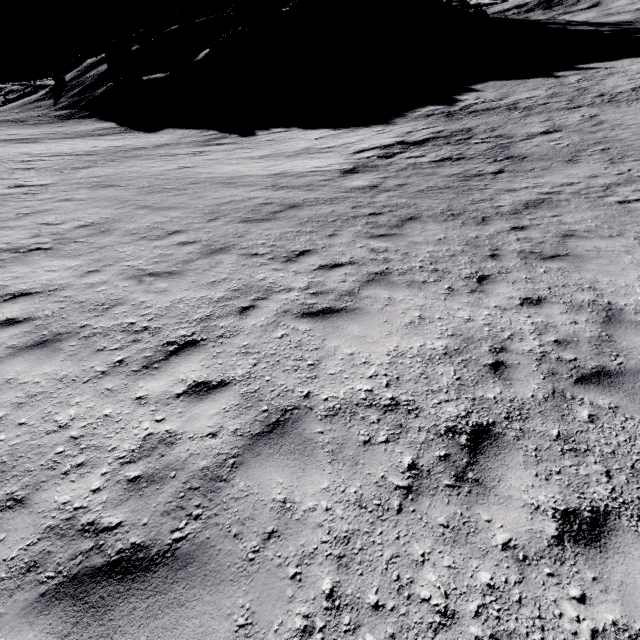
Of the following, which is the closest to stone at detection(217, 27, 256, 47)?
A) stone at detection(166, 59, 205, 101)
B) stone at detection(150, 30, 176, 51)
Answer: stone at detection(166, 59, 205, 101)

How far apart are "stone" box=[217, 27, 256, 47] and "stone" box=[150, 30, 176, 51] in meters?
17.7

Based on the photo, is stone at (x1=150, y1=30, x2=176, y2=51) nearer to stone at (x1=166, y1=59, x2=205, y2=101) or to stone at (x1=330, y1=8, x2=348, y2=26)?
stone at (x1=166, y1=59, x2=205, y2=101)

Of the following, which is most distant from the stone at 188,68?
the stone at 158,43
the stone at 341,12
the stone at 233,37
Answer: the stone at 341,12

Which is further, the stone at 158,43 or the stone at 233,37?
the stone at 158,43

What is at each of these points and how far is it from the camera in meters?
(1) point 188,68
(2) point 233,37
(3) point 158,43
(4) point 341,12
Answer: (1) stone, 44.9 m
(2) stone, 47.3 m
(3) stone, 56.1 m
(4) stone, 58.6 m

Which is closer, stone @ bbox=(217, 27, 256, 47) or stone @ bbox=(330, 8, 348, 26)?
stone @ bbox=(217, 27, 256, 47)

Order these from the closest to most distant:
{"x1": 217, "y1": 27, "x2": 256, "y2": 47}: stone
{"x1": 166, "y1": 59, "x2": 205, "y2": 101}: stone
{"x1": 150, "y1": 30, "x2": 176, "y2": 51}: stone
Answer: {"x1": 166, "y1": 59, "x2": 205, "y2": 101}: stone, {"x1": 217, "y1": 27, "x2": 256, "y2": 47}: stone, {"x1": 150, "y1": 30, "x2": 176, "y2": 51}: stone
